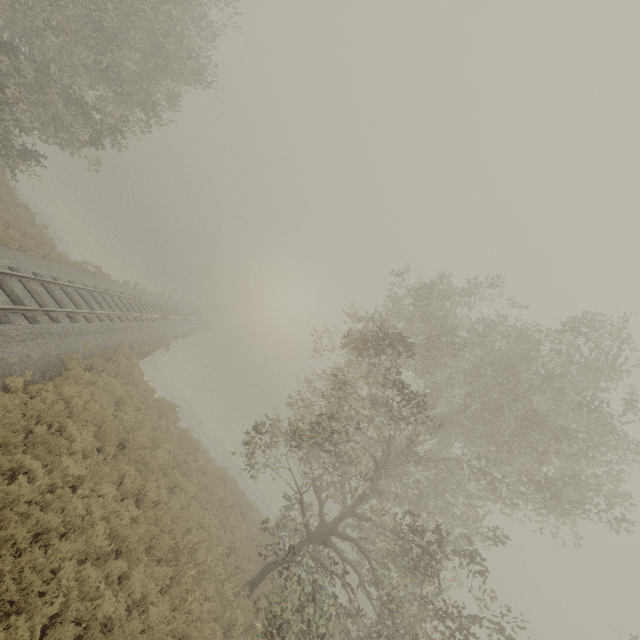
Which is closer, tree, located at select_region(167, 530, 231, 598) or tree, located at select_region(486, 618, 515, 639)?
tree, located at select_region(486, 618, 515, 639)

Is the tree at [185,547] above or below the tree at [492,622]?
below

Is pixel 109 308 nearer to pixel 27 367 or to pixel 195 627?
pixel 27 367

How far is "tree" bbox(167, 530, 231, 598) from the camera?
9.5 meters

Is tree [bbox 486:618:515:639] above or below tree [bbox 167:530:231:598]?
above

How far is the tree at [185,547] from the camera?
9.55m
